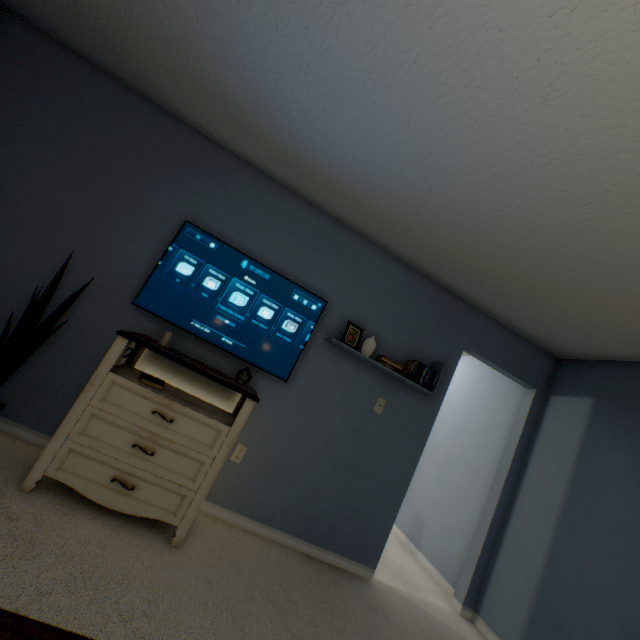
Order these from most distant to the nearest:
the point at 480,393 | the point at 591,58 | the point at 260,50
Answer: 1. the point at 480,393
2. the point at 260,50
3. the point at 591,58

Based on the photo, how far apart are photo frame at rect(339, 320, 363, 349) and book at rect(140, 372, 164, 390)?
1.4m

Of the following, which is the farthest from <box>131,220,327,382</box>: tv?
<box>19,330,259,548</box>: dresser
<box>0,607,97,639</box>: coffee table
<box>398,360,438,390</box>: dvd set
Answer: <box>0,607,97,639</box>: coffee table

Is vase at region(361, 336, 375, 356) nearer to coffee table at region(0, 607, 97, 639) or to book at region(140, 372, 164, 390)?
book at region(140, 372, 164, 390)

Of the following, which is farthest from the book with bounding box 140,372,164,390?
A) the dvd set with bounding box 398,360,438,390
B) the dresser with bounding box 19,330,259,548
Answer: the dvd set with bounding box 398,360,438,390

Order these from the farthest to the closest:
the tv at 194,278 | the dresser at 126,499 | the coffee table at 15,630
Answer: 1. the tv at 194,278
2. the dresser at 126,499
3. the coffee table at 15,630

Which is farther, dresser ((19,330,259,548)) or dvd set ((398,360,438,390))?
dvd set ((398,360,438,390))

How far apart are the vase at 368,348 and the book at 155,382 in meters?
1.5 m
